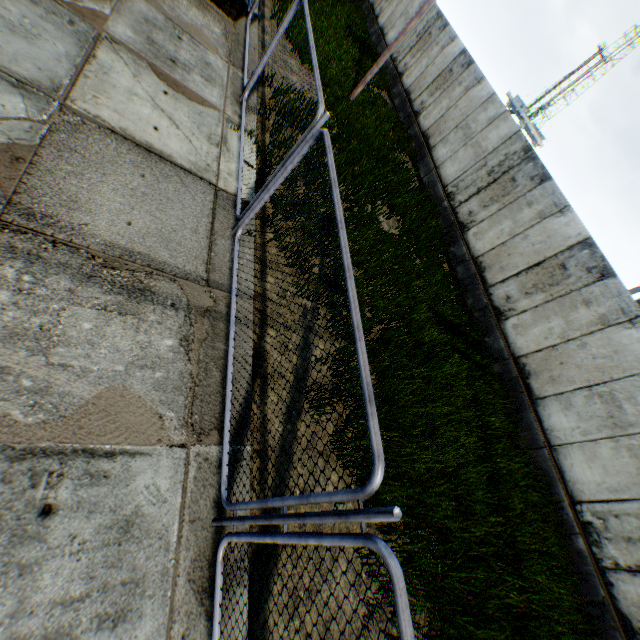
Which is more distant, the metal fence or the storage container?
the storage container

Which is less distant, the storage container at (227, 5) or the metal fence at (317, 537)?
the metal fence at (317, 537)

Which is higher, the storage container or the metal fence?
A: the metal fence

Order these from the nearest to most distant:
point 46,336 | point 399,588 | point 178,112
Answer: point 399,588 → point 46,336 → point 178,112

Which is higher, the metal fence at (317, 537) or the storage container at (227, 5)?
the metal fence at (317, 537)
